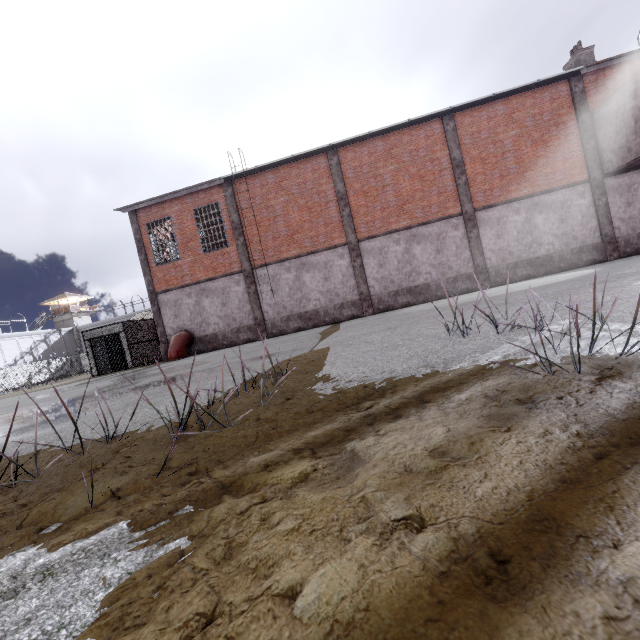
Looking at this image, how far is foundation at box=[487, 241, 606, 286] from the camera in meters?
15.6 m

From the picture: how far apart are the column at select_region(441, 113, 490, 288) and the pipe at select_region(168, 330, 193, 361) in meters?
15.6 m

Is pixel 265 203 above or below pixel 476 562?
above

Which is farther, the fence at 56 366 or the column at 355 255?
the fence at 56 366

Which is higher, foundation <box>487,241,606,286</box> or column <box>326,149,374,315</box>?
column <box>326,149,374,315</box>

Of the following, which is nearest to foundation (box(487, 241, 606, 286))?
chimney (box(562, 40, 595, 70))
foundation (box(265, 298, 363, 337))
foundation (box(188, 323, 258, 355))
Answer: foundation (box(265, 298, 363, 337))

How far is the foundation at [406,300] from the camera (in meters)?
16.44

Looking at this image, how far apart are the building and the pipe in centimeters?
5460cm
